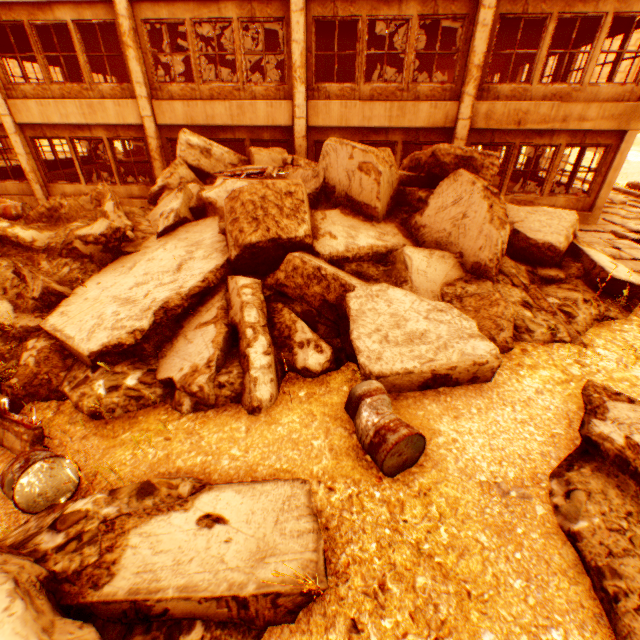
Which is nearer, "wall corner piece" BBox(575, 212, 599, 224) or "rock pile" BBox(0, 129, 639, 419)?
"rock pile" BBox(0, 129, 639, 419)

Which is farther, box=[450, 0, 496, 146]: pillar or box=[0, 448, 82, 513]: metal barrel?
box=[450, 0, 496, 146]: pillar

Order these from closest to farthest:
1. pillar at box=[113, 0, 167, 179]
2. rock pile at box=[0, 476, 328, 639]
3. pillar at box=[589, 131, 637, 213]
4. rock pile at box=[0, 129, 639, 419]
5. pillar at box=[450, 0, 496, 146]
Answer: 1. rock pile at box=[0, 476, 328, 639]
2. rock pile at box=[0, 129, 639, 419]
3. pillar at box=[450, 0, 496, 146]
4. pillar at box=[113, 0, 167, 179]
5. pillar at box=[589, 131, 637, 213]

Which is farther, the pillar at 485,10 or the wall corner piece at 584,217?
the wall corner piece at 584,217

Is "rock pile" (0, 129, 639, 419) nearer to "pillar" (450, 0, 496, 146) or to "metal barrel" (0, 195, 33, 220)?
"pillar" (450, 0, 496, 146)

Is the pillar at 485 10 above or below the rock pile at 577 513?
above

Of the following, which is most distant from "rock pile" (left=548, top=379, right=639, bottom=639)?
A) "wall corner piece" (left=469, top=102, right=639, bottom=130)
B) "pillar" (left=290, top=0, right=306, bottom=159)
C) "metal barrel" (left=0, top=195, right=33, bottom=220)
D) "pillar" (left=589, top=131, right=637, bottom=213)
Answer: "pillar" (left=589, top=131, right=637, bottom=213)

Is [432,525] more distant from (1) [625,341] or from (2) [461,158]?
(2) [461,158]
